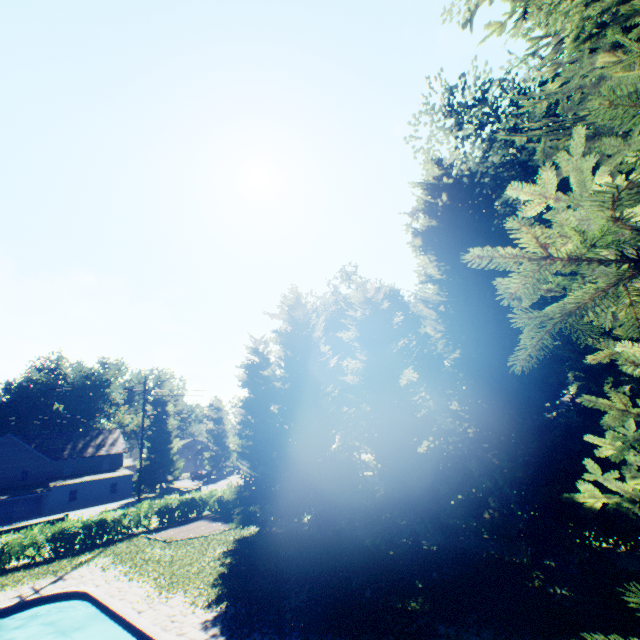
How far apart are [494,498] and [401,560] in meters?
5.2

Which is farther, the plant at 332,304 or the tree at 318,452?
the plant at 332,304

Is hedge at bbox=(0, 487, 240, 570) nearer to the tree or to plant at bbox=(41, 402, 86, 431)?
the tree

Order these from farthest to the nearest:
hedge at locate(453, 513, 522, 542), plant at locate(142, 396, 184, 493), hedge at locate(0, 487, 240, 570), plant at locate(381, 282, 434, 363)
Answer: plant at locate(142, 396, 184, 493)
plant at locate(381, 282, 434, 363)
hedge at locate(0, 487, 240, 570)
hedge at locate(453, 513, 522, 542)

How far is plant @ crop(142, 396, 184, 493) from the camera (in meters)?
48.12

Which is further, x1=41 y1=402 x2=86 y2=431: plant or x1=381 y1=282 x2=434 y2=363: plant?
x1=41 y1=402 x2=86 y2=431: plant

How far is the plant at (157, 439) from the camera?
48.1m
